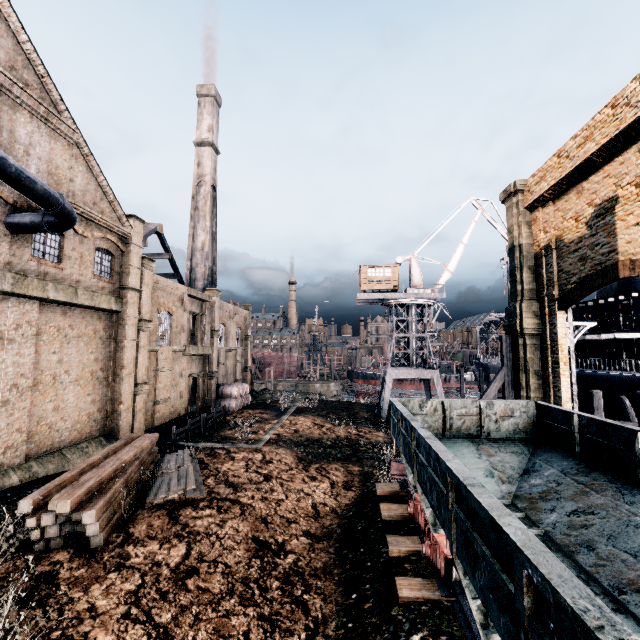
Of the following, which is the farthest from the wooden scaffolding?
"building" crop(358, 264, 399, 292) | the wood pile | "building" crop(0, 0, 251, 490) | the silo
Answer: "building" crop(0, 0, 251, 490)

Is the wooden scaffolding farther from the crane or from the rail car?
the crane

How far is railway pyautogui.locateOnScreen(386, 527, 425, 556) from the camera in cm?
921

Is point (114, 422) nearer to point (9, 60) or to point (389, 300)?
point (9, 60)

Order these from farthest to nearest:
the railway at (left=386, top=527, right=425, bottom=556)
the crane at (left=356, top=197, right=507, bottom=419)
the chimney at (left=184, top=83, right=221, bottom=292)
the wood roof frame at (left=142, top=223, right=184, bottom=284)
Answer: the chimney at (left=184, top=83, right=221, bottom=292)
the wood roof frame at (left=142, top=223, right=184, bottom=284)
the crane at (left=356, top=197, right=507, bottom=419)
the railway at (left=386, top=527, right=425, bottom=556)

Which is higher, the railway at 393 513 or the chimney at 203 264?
the chimney at 203 264

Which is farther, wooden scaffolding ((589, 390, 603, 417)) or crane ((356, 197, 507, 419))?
crane ((356, 197, 507, 419))

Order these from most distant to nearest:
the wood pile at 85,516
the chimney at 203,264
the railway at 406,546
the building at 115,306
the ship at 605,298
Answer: the chimney at 203,264
the ship at 605,298
the building at 115,306
the wood pile at 85,516
the railway at 406,546
